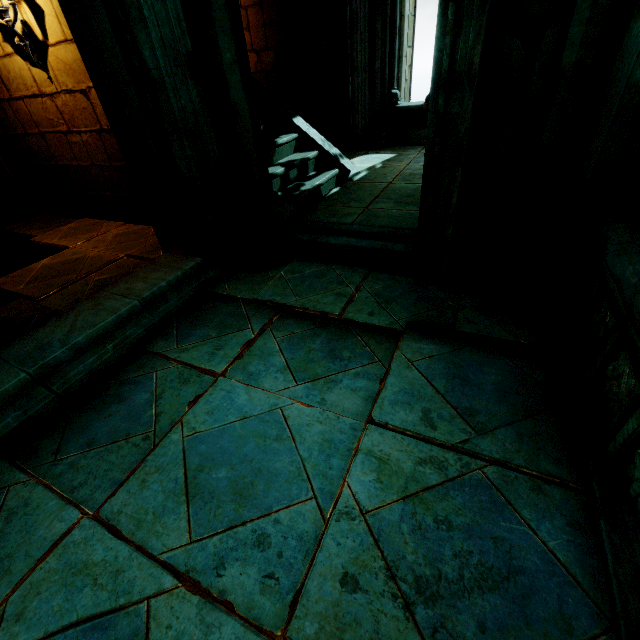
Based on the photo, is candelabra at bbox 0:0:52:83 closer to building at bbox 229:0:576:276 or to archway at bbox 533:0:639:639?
building at bbox 229:0:576:276

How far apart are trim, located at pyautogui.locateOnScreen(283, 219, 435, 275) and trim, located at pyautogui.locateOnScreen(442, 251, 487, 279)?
0.1 meters

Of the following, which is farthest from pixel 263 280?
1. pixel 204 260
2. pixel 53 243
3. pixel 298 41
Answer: pixel 298 41

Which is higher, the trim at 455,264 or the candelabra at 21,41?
the candelabra at 21,41

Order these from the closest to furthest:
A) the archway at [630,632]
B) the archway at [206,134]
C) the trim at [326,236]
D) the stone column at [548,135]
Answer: the archway at [630,632], the stone column at [548,135], the archway at [206,134], the trim at [326,236]

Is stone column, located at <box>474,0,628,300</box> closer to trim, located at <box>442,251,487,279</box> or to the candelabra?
trim, located at <box>442,251,487,279</box>

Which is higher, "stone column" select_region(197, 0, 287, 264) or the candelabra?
the candelabra

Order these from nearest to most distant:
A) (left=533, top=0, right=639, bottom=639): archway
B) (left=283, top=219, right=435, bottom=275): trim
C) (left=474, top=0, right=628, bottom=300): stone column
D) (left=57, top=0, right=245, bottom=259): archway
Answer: (left=533, top=0, right=639, bottom=639): archway → (left=474, top=0, right=628, bottom=300): stone column → (left=57, top=0, right=245, bottom=259): archway → (left=283, top=219, right=435, bottom=275): trim
